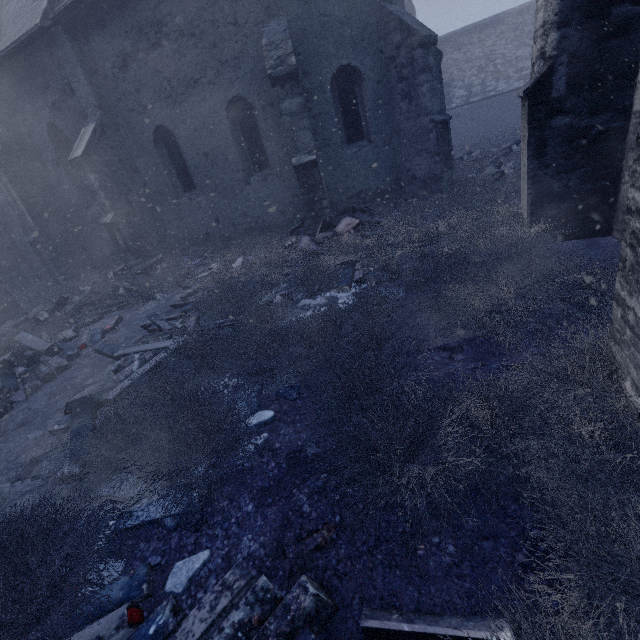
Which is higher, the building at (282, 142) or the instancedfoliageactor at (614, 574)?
the building at (282, 142)

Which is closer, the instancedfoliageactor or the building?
the instancedfoliageactor

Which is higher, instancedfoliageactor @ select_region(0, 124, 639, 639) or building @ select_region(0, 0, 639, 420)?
building @ select_region(0, 0, 639, 420)

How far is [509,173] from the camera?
9.46m

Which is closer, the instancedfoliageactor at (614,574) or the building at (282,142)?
the instancedfoliageactor at (614,574)
